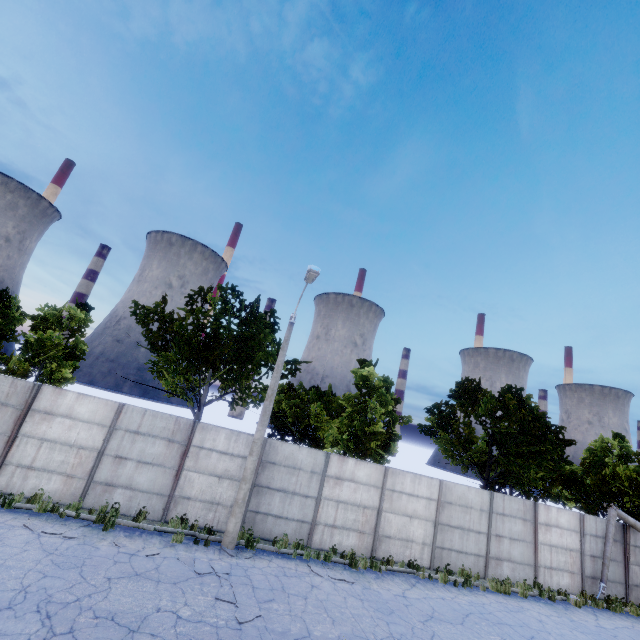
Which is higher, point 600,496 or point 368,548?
point 600,496

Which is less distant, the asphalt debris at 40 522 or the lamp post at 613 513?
the asphalt debris at 40 522

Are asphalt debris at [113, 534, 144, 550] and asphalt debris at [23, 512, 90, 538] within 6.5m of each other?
yes

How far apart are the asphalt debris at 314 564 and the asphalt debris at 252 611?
2.6 meters

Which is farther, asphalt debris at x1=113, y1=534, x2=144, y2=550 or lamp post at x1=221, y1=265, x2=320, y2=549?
lamp post at x1=221, y1=265, x2=320, y2=549

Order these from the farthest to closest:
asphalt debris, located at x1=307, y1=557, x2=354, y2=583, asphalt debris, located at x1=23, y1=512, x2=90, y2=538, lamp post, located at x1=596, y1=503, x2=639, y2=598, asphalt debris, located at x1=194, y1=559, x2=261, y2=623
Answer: lamp post, located at x1=596, y1=503, x2=639, y2=598 → asphalt debris, located at x1=307, y1=557, x2=354, y2=583 → asphalt debris, located at x1=23, y1=512, x2=90, y2=538 → asphalt debris, located at x1=194, y1=559, x2=261, y2=623

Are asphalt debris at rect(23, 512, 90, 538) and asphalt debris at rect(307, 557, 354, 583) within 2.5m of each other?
no

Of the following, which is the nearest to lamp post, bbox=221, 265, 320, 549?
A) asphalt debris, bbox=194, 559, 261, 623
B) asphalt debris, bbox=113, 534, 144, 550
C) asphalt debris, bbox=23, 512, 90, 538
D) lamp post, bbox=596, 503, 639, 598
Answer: asphalt debris, bbox=194, 559, 261, 623
